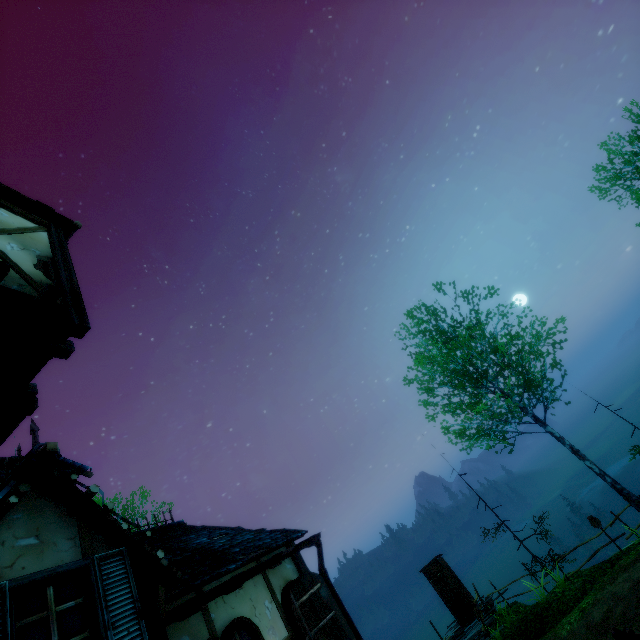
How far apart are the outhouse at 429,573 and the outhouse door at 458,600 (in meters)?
0.02

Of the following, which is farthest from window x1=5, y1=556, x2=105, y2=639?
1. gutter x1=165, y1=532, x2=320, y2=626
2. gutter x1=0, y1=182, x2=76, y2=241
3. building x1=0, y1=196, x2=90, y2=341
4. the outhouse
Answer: the outhouse

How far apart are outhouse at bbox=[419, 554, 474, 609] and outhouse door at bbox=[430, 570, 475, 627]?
0.02m

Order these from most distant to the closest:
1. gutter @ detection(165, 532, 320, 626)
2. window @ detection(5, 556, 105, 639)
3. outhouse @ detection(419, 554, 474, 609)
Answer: outhouse @ detection(419, 554, 474, 609) < gutter @ detection(165, 532, 320, 626) < window @ detection(5, 556, 105, 639)

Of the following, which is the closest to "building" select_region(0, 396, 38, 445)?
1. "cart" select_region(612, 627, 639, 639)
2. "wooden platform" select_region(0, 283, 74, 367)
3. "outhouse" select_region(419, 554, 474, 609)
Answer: "wooden platform" select_region(0, 283, 74, 367)

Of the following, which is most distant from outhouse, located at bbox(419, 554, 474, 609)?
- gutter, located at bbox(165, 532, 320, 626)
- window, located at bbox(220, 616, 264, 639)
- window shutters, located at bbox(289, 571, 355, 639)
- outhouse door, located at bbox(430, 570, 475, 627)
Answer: window, located at bbox(220, 616, 264, 639)

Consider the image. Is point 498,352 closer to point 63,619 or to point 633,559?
point 633,559

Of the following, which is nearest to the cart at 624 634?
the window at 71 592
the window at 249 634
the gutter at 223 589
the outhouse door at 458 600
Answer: the window at 249 634
